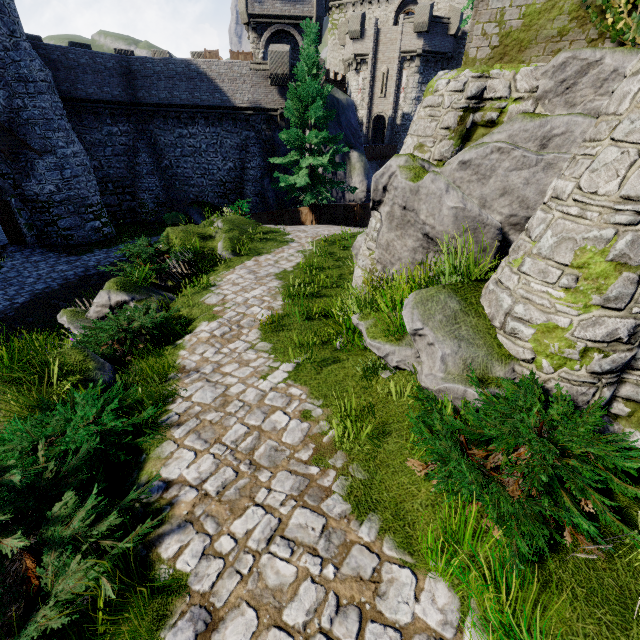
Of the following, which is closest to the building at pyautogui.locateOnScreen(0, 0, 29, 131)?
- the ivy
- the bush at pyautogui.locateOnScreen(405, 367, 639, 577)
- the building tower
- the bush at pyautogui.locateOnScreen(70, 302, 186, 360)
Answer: the bush at pyautogui.locateOnScreen(70, 302, 186, 360)

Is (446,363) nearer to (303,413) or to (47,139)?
(303,413)

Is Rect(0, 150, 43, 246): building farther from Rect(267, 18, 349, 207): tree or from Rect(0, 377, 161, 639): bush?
Rect(0, 377, 161, 639): bush

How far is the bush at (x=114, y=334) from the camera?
6.44m

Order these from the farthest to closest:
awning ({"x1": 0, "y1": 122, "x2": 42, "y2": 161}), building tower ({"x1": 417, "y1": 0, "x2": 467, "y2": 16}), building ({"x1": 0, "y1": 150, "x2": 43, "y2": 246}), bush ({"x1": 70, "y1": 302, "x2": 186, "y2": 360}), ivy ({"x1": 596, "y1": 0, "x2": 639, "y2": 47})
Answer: building tower ({"x1": 417, "y1": 0, "x2": 467, "y2": 16}), building ({"x1": 0, "y1": 150, "x2": 43, "y2": 246}), awning ({"x1": 0, "y1": 122, "x2": 42, "y2": 161}), bush ({"x1": 70, "y1": 302, "x2": 186, "y2": 360}), ivy ({"x1": 596, "y1": 0, "x2": 639, "y2": 47})

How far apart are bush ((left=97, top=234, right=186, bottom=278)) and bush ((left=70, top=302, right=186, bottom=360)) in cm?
225

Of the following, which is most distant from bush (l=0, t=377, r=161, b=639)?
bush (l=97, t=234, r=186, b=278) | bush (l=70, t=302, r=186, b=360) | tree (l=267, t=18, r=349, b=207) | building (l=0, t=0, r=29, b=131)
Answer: building (l=0, t=0, r=29, b=131)

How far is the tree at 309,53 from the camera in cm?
1767
